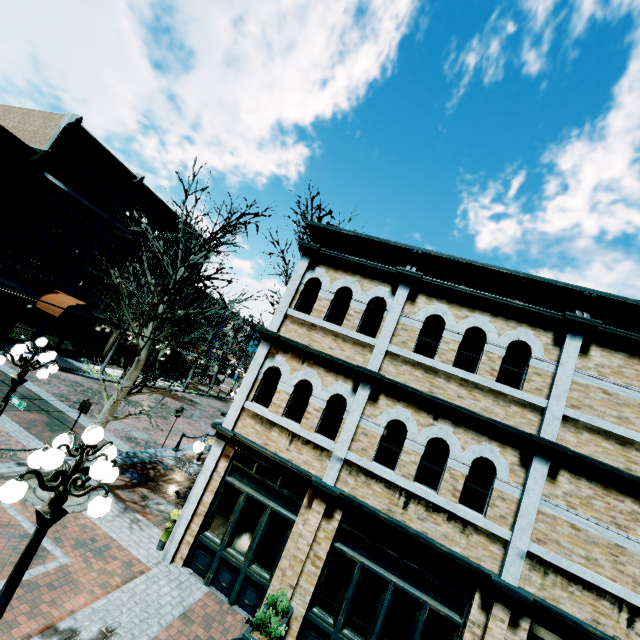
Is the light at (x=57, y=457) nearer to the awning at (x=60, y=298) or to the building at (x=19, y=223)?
the building at (x=19, y=223)

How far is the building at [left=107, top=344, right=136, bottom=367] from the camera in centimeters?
2752cm

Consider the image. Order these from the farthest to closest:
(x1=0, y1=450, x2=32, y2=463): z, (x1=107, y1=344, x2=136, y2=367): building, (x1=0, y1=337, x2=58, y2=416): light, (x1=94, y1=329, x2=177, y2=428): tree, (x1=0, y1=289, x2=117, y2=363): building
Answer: (x1=107, y1=344, x2=136, y2=367): building, (x1=0, y1=289, x2=117, y2=363): building, (x1=0, y1=450, x2=32, y2=463): z, (x1=94, y1=329, x2=177, y2=428): tree, (x1=0, y1=337, x2=58, y2=416): light

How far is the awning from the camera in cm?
1950

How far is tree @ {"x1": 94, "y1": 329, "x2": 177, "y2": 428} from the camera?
8.46m

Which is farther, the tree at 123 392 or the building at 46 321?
the building at 46 321

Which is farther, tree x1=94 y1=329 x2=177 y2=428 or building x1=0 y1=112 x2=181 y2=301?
building x1=0 y1=112 x2=181 y2=301

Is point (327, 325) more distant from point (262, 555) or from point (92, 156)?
point (92, 156)
